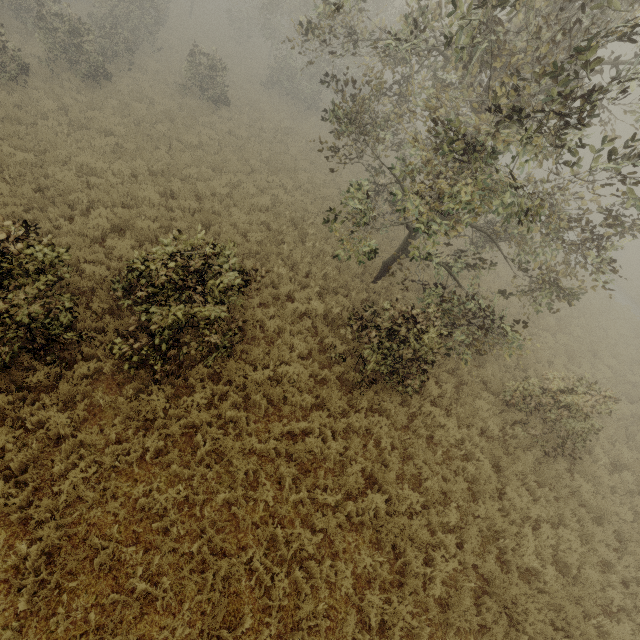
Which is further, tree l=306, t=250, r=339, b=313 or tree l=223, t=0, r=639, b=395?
tree l=306, t=250, r=339, b=313

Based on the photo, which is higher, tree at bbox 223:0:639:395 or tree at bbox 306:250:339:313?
tree at bbox 223:0:639:395

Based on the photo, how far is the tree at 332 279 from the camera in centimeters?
1024cm

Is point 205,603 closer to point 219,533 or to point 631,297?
point 219,533

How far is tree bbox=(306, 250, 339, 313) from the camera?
10.2 meters
